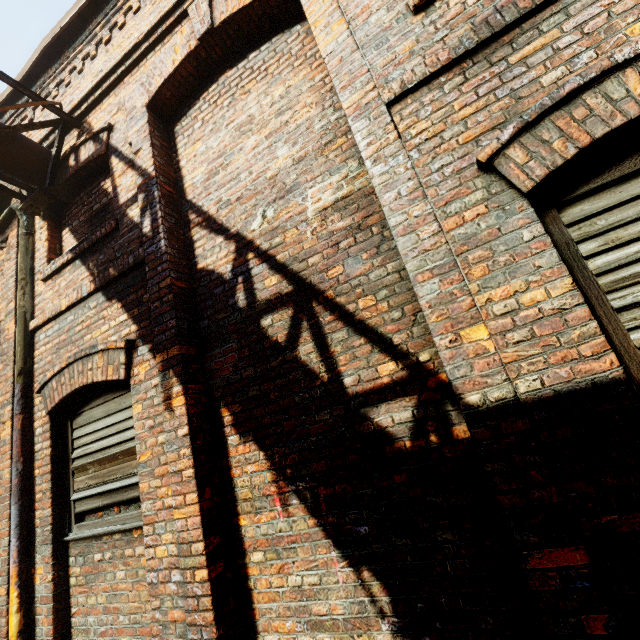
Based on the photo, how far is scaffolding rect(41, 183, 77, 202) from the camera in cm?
392

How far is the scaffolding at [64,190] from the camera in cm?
392

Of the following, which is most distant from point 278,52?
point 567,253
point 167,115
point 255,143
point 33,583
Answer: point 33,583
